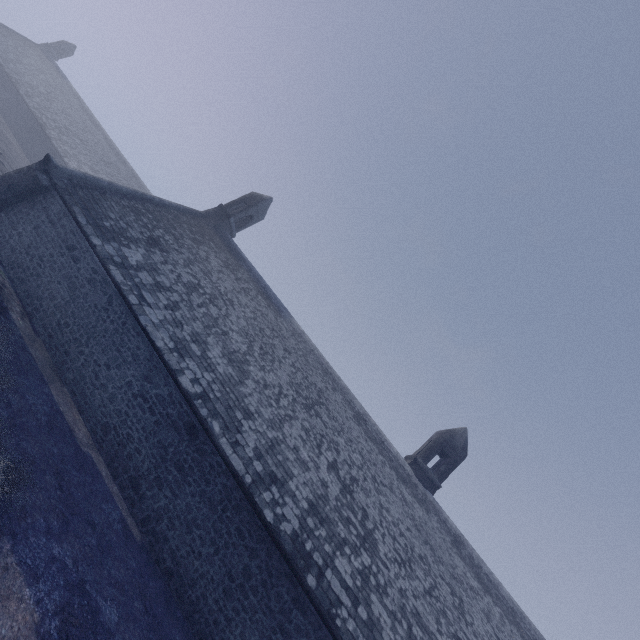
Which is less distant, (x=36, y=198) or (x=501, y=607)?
(x=36, y=198)
